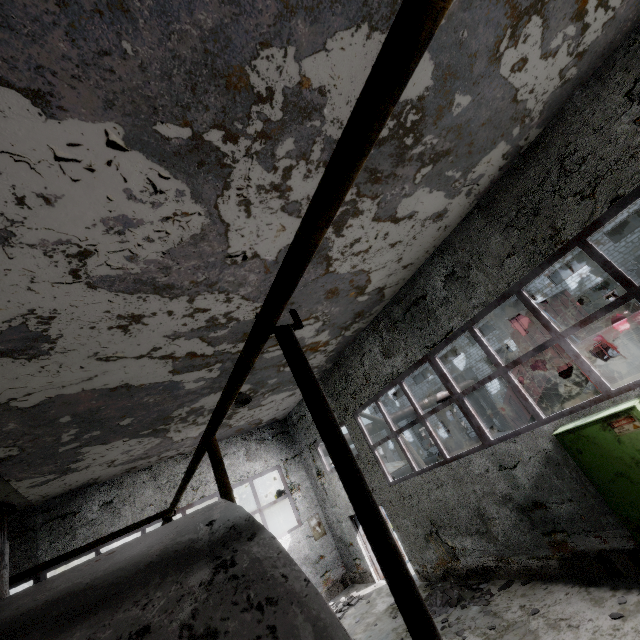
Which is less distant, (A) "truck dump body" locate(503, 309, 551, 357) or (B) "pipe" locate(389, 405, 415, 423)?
(A) "truck dump body" locate(503, 309, 551, 357)

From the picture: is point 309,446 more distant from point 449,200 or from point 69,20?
point 69,20

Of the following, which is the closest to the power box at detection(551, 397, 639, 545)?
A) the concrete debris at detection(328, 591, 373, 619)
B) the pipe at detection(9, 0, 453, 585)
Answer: → the concrete debris at detection(328, 591, 373, 619)

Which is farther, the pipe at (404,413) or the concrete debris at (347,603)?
the pipe at (404,413)

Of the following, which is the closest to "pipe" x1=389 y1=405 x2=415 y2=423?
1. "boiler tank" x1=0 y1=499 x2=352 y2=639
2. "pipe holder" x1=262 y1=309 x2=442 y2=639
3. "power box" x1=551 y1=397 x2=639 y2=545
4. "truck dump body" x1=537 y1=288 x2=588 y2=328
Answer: "truck dump body" x1=537 y1=288 x2=588 y2=328

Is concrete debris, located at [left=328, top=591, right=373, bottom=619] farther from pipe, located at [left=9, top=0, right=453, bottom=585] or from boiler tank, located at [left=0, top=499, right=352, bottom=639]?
boiler tank, located at [left=0, top=499, right=352, bottom=639]

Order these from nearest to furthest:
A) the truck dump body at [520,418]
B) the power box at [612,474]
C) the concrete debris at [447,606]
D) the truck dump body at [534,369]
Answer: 1. the power box at [612,474]
2. the concrete debris at [447,606]
3. the truck dump body at [534,369]
4. the truck dump body at [520,418]

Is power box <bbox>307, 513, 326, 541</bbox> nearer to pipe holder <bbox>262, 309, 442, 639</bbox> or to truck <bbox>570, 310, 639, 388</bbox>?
truck <bbox>570, 310, 639, 388</bbox>
